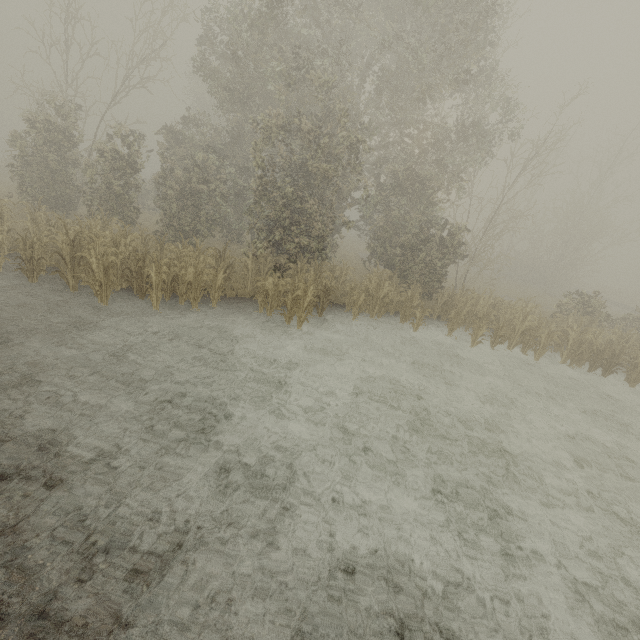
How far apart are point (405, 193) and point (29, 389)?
15.8m
